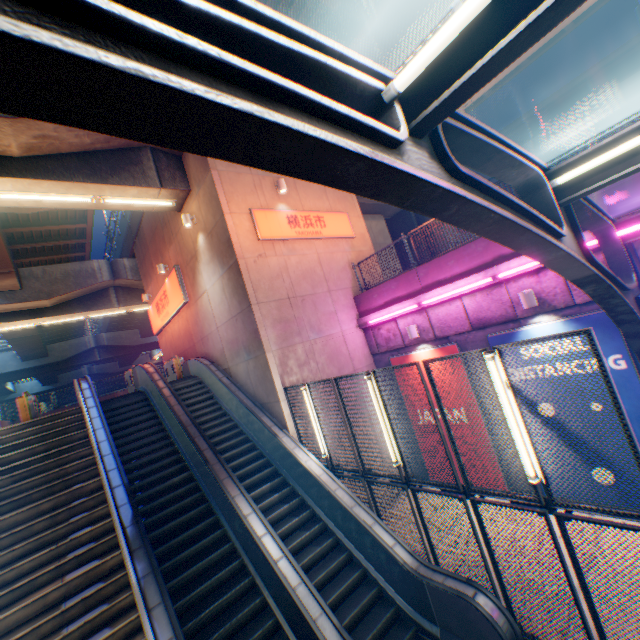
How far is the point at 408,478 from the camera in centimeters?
647cm

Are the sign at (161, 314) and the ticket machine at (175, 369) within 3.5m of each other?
yes

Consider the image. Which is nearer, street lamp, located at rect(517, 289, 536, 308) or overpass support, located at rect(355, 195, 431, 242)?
street lamp, located at rect(517, 289, 536, 308)

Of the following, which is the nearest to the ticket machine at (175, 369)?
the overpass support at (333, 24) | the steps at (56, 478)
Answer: the steps at (56, 478)

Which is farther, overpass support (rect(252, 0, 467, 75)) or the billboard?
overpass support (rect(252, 0, 467, 75))

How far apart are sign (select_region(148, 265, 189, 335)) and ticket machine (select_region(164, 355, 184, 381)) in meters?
1.7

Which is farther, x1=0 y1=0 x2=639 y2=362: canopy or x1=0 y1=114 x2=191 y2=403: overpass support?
x1=0 y1=114 x2=191 y2=403: overpass support

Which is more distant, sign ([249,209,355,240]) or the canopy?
sign ([249,209,355,240])
